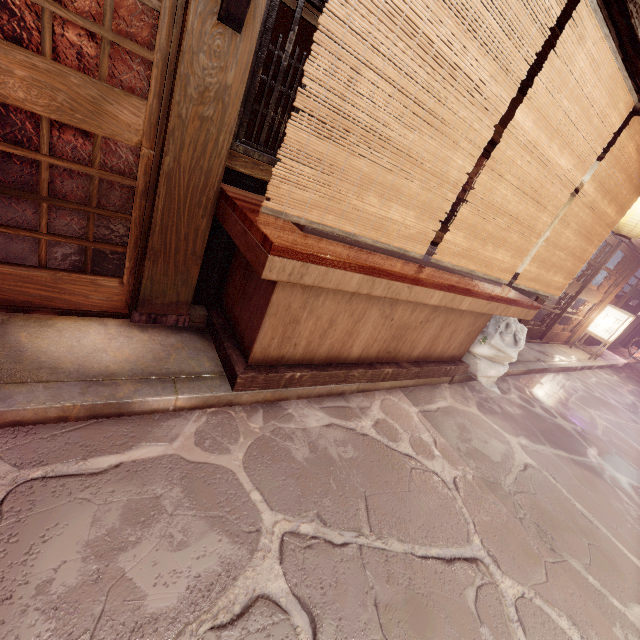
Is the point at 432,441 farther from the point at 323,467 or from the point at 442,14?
the point at 442,14

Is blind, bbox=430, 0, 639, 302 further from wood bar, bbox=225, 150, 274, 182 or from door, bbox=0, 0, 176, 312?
door, bbox=0, 0, 176, 312

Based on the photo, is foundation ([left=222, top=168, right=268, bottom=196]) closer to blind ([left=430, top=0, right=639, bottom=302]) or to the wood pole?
the wood pole

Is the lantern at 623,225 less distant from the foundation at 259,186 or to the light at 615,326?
the foundation at 259,186

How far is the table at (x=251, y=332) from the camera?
3.8 meters

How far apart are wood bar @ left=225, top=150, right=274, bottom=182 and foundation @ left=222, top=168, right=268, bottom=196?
0.2 meters

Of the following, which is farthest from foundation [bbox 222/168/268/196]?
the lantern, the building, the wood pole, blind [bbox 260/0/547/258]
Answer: the building

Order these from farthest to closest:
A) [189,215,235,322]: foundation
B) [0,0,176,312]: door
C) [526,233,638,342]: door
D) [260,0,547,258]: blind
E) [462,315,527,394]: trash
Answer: [526,233,638,342]: door, [462,315,527,394]: trash, [189,215,235,322]: foundation, [0,0,176,312]: door, [260,0,547,258]: blind
